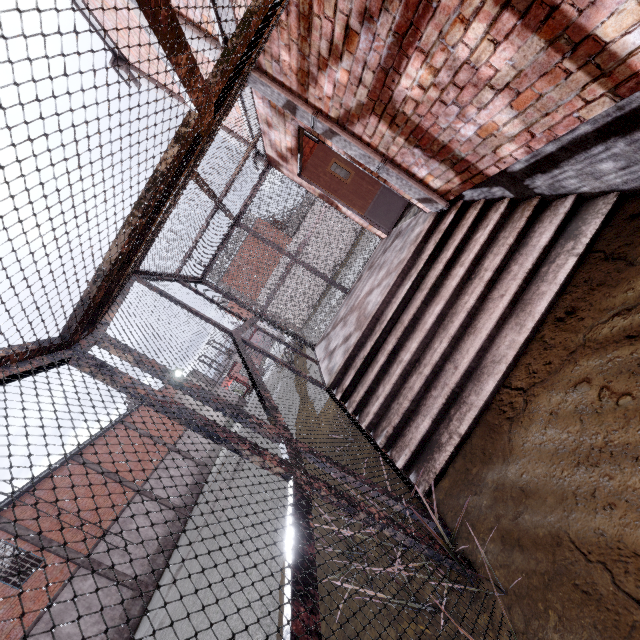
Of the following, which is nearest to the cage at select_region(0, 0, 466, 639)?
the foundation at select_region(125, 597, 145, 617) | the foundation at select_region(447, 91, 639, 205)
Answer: the foundation at select_region(447, 91, 639, 205)

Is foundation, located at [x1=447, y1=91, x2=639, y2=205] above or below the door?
below

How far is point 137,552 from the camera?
18.7m

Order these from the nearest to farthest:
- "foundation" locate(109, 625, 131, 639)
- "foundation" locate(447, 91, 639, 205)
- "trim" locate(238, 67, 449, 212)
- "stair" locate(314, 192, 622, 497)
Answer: "foundation" locate(447, 91, 639, 205)
"stair" locate(314, 192, 622, 497)
"trim" locate(238, 67, 449, 212)
"foundation" locate(109, 625, 131, 639)

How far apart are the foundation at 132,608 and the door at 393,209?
20.3 meters

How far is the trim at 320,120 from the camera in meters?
3.8 m

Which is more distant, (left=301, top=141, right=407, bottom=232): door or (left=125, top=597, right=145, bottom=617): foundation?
(left=125, top=597, right=145, bottom=617): foundation

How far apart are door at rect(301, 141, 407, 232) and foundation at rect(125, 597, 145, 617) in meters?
20.3 m
